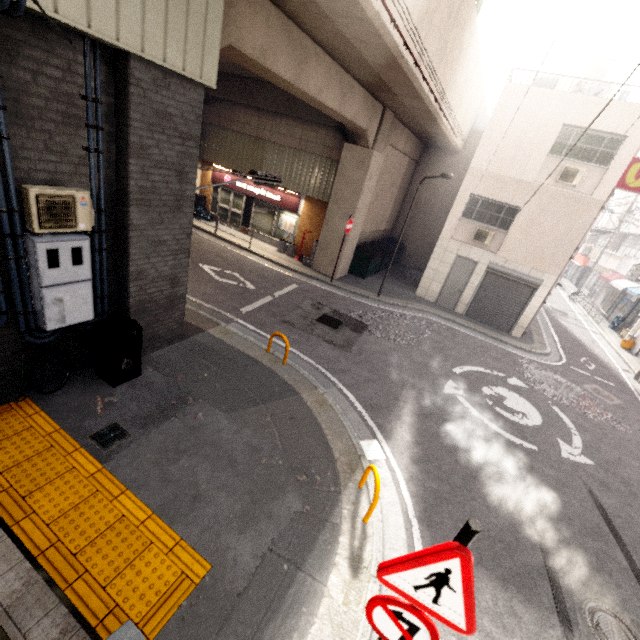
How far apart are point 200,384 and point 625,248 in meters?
38.8 m

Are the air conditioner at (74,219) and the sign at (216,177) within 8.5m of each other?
no

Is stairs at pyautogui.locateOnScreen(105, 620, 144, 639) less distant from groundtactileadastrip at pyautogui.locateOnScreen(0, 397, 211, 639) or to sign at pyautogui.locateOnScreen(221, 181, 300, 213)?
groundtactileadastrip at pyautogui.locateOnScreen(0, 397, 211, 639)

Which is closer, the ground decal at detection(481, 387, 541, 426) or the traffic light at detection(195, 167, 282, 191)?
the traffic light at detection(195, 167, 282, 191)

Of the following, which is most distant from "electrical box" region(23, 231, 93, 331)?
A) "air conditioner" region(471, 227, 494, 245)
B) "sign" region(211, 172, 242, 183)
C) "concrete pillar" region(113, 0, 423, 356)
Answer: "air conditioner" region(471, 227, 494, 245)

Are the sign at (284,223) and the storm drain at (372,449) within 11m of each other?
no

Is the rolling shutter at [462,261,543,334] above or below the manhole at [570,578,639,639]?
above

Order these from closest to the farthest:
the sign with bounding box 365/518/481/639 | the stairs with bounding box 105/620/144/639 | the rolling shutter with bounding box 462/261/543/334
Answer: the sign with bounding box 365/518/481/639 → the stairs with bounding box 105/620/144/639 → the rolling shutter with bounding box 462/261/543/334
